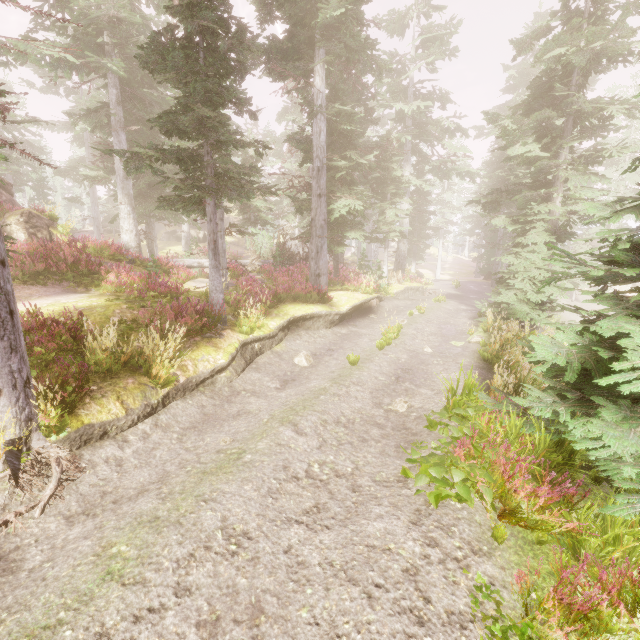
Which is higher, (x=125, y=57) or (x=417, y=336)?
(x=125, y=57)

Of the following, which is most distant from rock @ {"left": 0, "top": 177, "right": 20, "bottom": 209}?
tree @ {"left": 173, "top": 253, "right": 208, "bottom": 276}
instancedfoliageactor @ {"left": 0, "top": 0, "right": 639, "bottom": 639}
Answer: tree @ {"left": 173, "top": 253, "right": 208, "bottom": 276}

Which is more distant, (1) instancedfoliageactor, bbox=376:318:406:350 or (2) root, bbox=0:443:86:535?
(1) instancedfoliageactor, bbox=376:318:406:350

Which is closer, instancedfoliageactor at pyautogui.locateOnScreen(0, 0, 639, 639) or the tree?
instancedfoliageactor at pyautogui.locateOnScreen(0, 0, 639, 639)

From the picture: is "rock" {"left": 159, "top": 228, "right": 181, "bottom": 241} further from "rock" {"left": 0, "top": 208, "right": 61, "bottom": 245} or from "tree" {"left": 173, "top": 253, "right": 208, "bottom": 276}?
"tree" {"left": 173, "top": 253, "right": 208, "bottom": 276}

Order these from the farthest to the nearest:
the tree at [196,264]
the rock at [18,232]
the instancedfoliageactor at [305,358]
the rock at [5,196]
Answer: the tree at [196,264], the rock at [5,196], the rock at [18,232], the instancedfoliageactor at [305,358]

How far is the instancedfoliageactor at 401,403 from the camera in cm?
750

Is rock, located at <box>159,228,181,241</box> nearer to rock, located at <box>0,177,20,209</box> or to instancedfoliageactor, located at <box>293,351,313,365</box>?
instancedfoliageactor, located at <box>293,351,313,365</box>
